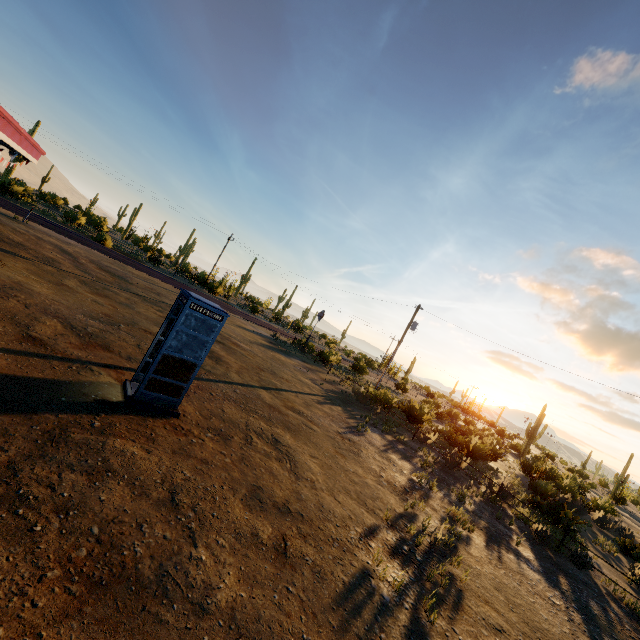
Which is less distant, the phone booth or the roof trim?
the phone booth

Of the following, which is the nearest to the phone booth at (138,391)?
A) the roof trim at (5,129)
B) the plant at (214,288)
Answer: the roof trim at (5,129)

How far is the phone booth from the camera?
7.0m

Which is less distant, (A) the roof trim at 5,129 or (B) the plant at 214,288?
(A) the roof trim at 5,129

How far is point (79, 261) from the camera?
19.3 meters

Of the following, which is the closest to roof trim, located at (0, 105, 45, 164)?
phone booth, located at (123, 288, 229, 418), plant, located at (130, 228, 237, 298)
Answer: phone booth, located at (123, 288, 229, 418)

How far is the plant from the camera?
41.1 meters
